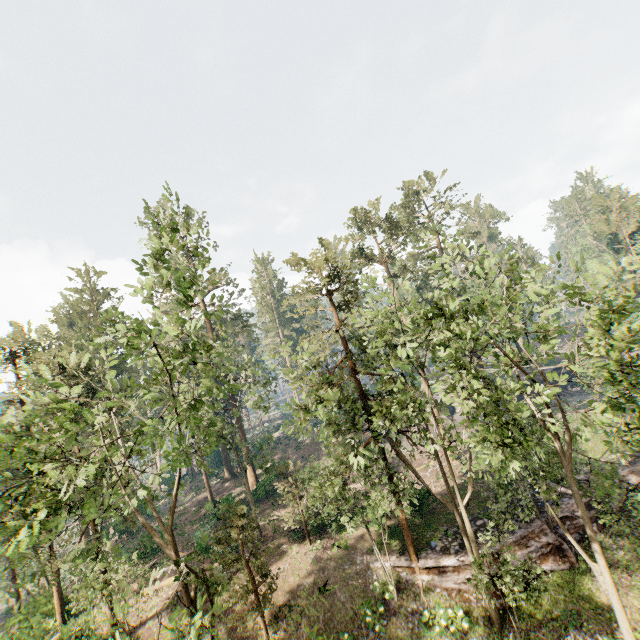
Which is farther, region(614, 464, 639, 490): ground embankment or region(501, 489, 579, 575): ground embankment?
region(614, 464, 639, 490): ground embankment

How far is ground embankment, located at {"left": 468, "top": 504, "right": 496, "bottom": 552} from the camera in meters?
19.9 m

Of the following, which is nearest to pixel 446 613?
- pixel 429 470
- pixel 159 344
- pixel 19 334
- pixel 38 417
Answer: pixel 429 470

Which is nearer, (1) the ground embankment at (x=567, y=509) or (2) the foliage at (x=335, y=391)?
(2) the foliage at (x=335, y=391)

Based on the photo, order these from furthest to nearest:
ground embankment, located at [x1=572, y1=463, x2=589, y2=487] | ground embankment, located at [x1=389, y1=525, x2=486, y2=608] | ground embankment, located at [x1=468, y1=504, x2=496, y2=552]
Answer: ground embankment, located at [x1=572, y1=463, x2=589, y2=487]
ground embankment, located at [x1=468, y1=504, x2=496, y2=552]
ground embankment, located at [x1=389, y1=525, x2=486, y2=608]
